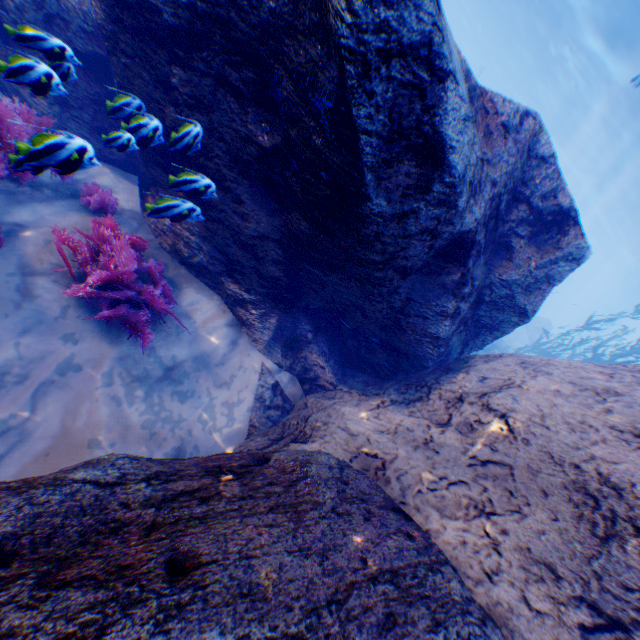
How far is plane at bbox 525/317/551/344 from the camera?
26.70m

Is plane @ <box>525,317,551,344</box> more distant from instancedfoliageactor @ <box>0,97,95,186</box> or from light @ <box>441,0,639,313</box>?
instancedfoliageactor @ <box>0,97,95,186</box>

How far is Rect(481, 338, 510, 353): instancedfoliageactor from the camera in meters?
15.1 m

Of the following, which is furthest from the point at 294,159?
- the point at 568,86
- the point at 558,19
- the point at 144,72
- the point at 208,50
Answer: the point at 568,86

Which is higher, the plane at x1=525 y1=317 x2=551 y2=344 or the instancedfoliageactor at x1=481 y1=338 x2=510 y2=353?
the plane at x1=525 y1=317 x2=551 y2=344

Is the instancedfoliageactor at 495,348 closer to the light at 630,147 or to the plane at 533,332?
the plane at 533,332

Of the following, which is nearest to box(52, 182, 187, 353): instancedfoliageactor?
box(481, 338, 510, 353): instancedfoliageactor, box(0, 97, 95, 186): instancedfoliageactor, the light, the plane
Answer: box(0, 97, 95, 186): instancedfoliageactor

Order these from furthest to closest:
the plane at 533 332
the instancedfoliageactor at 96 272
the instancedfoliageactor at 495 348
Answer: the plane at 533 332
the instancedfoliageactor at 495 348
the instancedfoliageactor at 96 272
